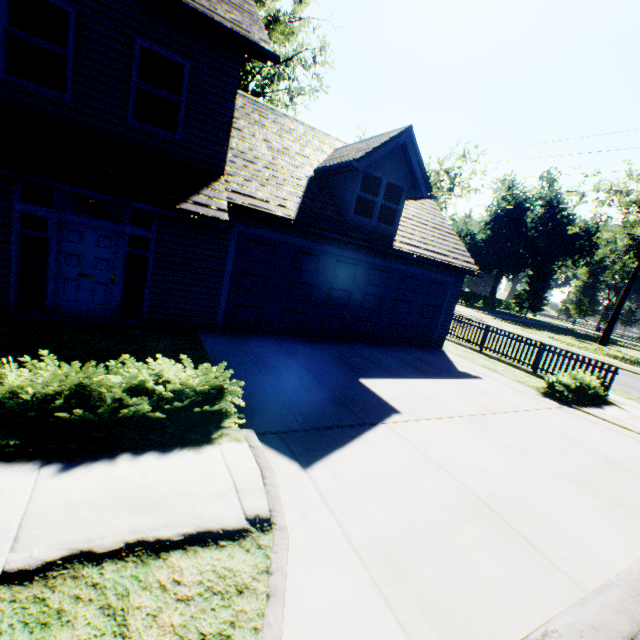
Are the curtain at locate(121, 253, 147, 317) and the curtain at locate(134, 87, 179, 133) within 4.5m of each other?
yes

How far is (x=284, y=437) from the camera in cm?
471

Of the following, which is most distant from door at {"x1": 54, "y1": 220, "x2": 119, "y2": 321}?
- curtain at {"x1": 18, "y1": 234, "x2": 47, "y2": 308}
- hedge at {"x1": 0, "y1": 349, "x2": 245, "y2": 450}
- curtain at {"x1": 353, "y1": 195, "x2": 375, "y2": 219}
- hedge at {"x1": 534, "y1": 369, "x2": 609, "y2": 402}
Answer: hedge at {"x1": 534, "y1": 369, "x2": 609, "y2": 402}

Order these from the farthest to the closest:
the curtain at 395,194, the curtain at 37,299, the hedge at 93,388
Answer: the curtain at 395,194, the curtain at 37,299, the hedge at 93,388

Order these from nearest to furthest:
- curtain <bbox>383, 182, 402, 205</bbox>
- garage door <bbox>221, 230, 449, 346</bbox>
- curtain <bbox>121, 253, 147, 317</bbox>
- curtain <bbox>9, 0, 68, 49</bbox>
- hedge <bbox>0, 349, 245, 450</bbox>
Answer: hedge <bbox>0, 349, 245, 450</bbox> < curtain <bbox>9, 0, 68, 49</bbox> < curtain <bbox>121, 253, 147, 317</bbox> < garage door <bbox>221, 230, 449, 346</bbox> < curtain <bbox>383, 182, 402, 205</bbox>

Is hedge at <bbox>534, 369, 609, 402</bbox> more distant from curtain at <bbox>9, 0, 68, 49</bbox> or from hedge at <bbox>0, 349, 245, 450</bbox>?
curtain at <bbox>9, 0, 68, 49</bbox>

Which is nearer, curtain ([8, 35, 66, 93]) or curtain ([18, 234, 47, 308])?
curtain ([8, 35, 66, 93])

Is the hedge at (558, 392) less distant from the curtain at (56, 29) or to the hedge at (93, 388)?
the hedge at (93, 388)
